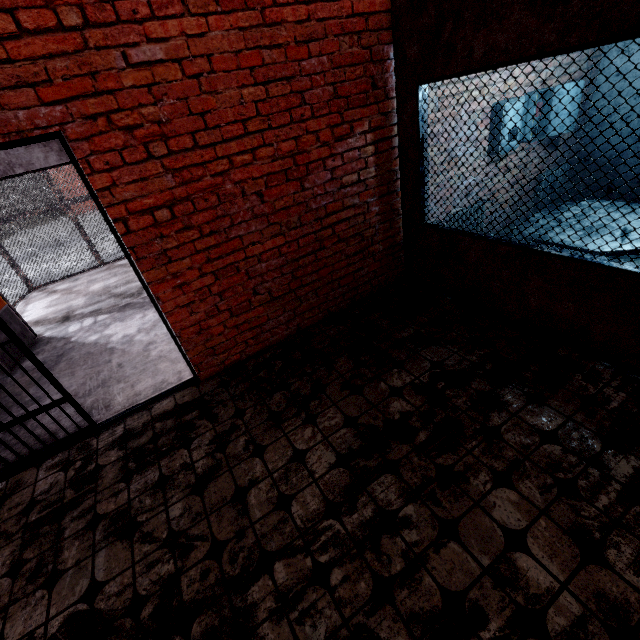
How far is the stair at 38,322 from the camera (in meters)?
5.60

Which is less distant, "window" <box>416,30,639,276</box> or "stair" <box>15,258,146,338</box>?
"window" <box>416,30,639,276</box>

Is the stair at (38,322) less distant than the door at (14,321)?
No

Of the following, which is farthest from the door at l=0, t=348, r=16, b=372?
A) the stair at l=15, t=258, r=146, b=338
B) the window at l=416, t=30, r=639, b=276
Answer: the window at l=416, t=30, r=639, b=276

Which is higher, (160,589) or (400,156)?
(400,156)

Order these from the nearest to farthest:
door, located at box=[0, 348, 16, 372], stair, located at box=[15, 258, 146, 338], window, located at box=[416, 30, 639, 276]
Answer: window, located at box=[416, 30, 639, 276] < door, located at box=[0, 348, 16, 372] < stair, located at box=[15, 258, 146, 338]

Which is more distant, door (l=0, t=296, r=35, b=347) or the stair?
the stair

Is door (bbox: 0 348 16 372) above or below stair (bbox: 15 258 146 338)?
above
